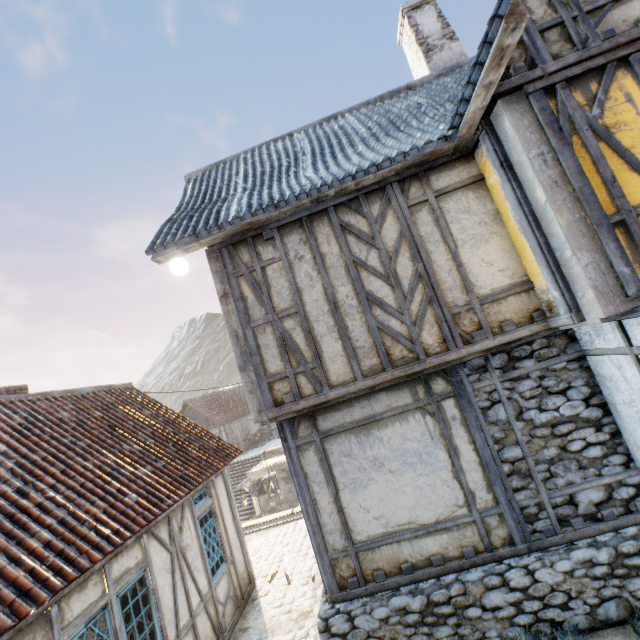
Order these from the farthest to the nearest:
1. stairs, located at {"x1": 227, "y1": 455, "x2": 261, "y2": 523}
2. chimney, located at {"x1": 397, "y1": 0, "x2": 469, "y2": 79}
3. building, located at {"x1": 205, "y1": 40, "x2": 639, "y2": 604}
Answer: stairs, located at {"x1": 227, "y1": 455, "x2": 261, "y2": 523}, chimney, located at {"x1": 397, "y1": 0, "x2": 469, "y2": 79}, building, located at {"x1": 205, "y1": 40, "x2": 639, "y2": 604}

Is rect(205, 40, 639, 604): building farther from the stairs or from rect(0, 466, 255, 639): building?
the stairs

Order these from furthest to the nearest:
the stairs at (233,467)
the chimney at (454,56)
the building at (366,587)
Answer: the stairs at (233,467) → the chimney at (454,56) → the building at (366,587)

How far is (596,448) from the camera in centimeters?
477cm

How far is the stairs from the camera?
20.92m

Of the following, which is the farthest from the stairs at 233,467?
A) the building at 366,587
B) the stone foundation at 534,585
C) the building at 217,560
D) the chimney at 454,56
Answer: the chimney at 454,56

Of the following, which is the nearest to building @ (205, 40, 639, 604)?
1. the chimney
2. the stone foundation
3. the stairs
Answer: the stone foundation

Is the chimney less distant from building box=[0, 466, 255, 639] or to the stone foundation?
the stone foundation
